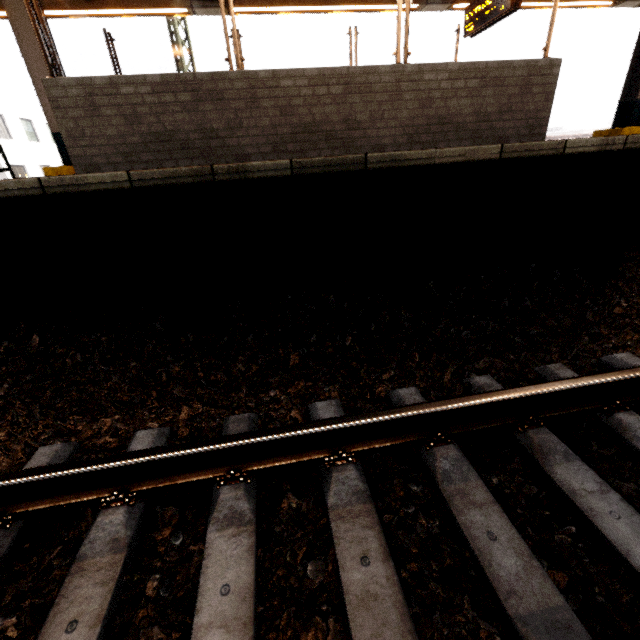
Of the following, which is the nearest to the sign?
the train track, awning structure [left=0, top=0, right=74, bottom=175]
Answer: awning structure [left=0, top=0, right=74, bottom=175]

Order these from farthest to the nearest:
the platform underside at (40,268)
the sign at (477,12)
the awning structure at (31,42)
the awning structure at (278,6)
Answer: the awning structure at (278,6), the sign at (477,12), the awning structure at (31,42), the platform underside at (40,268)

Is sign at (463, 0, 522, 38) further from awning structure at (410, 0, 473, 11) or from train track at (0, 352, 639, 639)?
train track at (0, 352, 639, 639)

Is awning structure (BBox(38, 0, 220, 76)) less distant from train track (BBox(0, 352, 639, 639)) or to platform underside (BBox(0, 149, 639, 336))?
platform underside (BBox(0, 149, 639, 336))

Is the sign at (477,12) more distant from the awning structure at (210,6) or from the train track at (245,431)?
the train track at (245,431)

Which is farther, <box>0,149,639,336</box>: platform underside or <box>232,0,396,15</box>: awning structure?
<box>232,0,396,15</box>: awning structure

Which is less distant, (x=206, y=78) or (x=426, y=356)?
(x=426, y=356)
